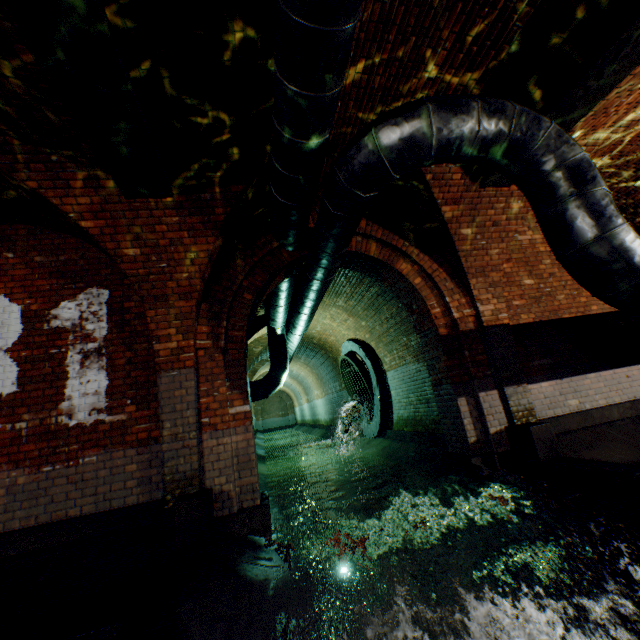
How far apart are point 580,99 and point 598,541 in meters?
4.5

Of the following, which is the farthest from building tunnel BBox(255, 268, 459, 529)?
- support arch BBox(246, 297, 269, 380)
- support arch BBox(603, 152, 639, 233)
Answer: support arch BBox(603, 152, 639, 233)

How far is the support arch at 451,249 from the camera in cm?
488

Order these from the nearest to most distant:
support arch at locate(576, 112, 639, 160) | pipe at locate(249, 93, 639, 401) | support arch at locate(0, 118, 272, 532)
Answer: pipe at locate(249, 93, 639, 401)
support arch at locate(0, 118, 272, 532)
support arch at locate(576, 112, 639, 160)

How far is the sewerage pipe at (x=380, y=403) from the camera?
9.59m

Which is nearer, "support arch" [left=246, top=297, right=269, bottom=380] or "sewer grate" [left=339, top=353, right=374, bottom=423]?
"support arch" [left=246, top=297, right=269, bottom=380]

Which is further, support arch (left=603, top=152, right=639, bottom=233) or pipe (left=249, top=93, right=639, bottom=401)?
support arch (left=603, top=152, right=639, bottom=233)

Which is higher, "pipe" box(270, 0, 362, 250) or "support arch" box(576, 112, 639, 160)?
"support arch" box(576, 112, 639, 160)
